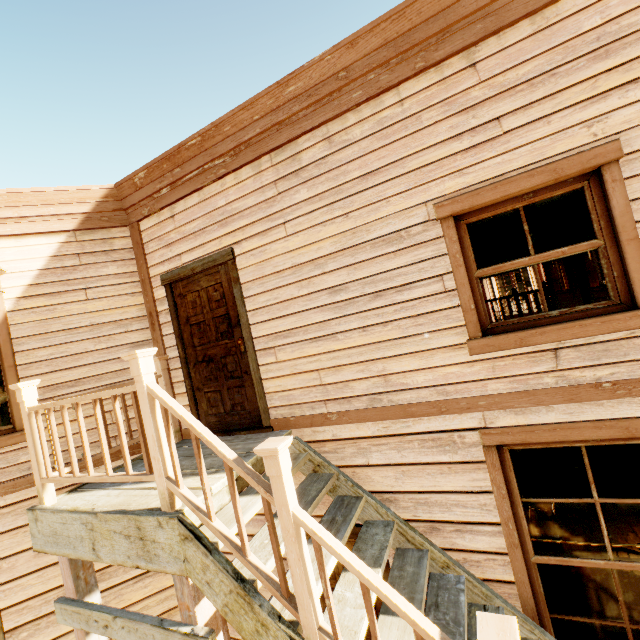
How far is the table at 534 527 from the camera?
4.36m

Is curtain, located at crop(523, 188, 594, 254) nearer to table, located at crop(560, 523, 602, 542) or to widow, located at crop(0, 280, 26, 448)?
table, located at crop(560, 523, 602, 542)

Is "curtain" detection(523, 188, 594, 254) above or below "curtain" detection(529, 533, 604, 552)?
above

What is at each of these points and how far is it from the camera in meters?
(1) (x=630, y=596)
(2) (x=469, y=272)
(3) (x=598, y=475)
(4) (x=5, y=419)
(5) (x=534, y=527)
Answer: (1) chair, 3.6
(2) widow, 2.8
(3) curtain, 2.7
(4) curtain, 4.0
(5) table, 4.5

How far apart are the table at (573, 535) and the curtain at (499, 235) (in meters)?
3.63

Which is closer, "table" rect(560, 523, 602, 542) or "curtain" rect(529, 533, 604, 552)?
"curtain" rect(529, 533, 604, 552)

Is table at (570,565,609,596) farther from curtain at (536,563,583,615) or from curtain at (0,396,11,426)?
curtain at (0,396,11,426)

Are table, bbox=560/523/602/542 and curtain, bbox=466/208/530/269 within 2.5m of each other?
no
